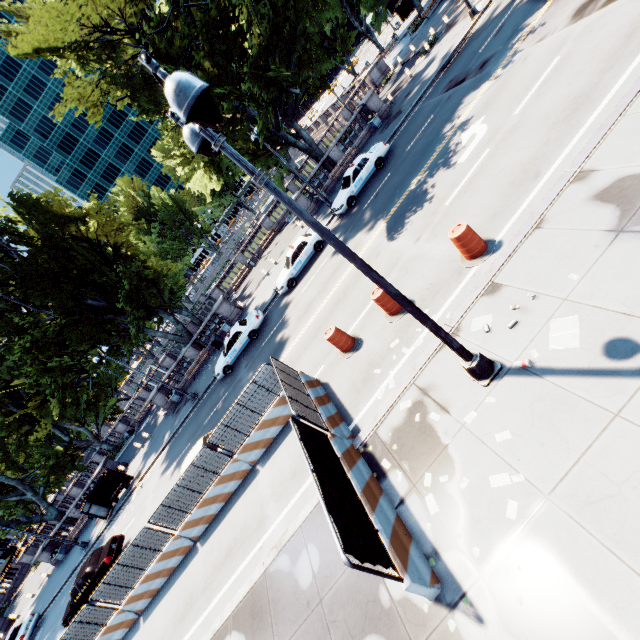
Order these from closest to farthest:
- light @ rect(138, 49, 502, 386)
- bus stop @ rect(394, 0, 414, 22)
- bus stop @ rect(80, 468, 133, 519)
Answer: light @ rect(138, 49, 502, 386) → bus stop @ rect(80, 468, 133, 519) → bus stop @ rect(394, 0, 414, 22)

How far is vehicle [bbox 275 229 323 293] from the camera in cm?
2059

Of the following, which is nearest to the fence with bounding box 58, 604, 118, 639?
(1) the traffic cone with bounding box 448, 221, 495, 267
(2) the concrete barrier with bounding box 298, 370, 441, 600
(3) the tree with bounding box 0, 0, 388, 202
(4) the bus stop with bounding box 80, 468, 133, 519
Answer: (2) the concrete barrier with bounding box 298, 370, 441, 600

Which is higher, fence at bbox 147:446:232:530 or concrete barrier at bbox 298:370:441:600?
fence at bbox 147:446:232:530

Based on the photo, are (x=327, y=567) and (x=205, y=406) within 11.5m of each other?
no

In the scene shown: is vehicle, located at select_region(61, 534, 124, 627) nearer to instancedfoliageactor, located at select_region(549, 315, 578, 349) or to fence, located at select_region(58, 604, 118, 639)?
fence, located at select_region(58, 604, 118, 639)

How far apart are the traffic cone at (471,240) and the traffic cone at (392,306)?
1.83m

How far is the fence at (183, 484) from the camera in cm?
1224
